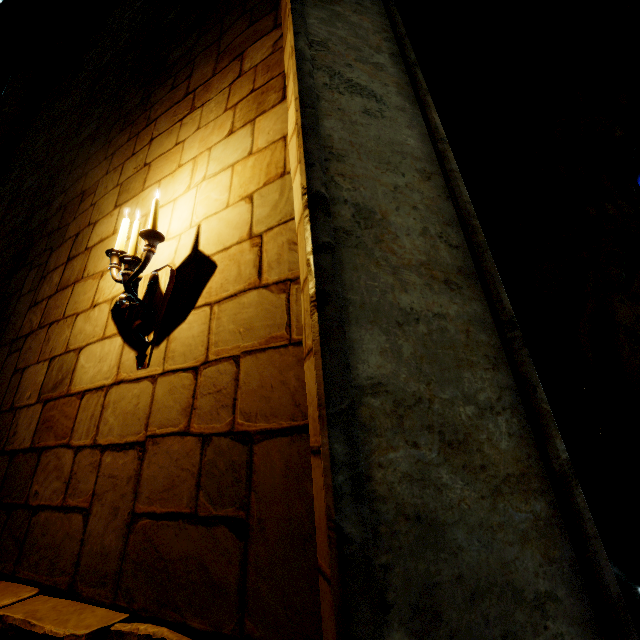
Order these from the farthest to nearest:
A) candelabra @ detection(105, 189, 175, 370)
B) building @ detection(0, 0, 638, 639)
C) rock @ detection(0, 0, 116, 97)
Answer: rock @ detection(0, 0, 116, 97)
candelabra @ detection(105, 189, 175, 370)
building @ detection(0, 0, 638, 639)

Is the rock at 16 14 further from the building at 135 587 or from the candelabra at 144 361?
the candelabra at 144 361

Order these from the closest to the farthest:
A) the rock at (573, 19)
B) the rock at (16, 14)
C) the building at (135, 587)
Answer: the building at (135, 587), the rock at (573, 19), the rock at (16, 14)

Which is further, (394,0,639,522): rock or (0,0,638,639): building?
(394,0,639,522): rock

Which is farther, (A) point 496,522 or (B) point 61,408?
(B) point 61,408

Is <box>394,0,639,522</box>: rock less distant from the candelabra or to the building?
the building
